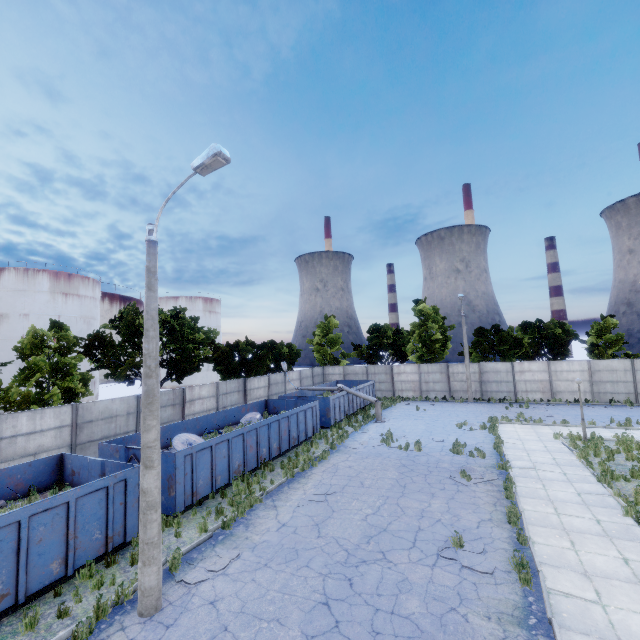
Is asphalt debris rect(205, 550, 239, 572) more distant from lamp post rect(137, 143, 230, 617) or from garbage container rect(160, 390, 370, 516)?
garbage container rect(160, 390, 370, 516)

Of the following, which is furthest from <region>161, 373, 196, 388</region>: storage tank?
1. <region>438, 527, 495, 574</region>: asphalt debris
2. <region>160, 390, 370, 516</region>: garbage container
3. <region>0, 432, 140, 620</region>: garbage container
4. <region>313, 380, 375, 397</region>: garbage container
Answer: <region>438, 527, 495, 574</region>: asphalt debris

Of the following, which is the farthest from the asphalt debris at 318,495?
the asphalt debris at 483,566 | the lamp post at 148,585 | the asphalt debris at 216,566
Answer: the lamp post at 148,585

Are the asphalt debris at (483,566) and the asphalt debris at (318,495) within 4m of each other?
no

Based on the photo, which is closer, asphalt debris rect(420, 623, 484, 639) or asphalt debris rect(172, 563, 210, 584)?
asphalt debris rect(420, 623, 484, 639)

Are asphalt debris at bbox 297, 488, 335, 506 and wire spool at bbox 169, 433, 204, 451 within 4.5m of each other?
no

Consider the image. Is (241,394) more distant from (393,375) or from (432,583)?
(432,583)

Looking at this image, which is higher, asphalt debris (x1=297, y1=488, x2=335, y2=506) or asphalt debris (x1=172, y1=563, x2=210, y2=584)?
asphalt debris (x1=297, y1=488, x2=335, y2=506)
